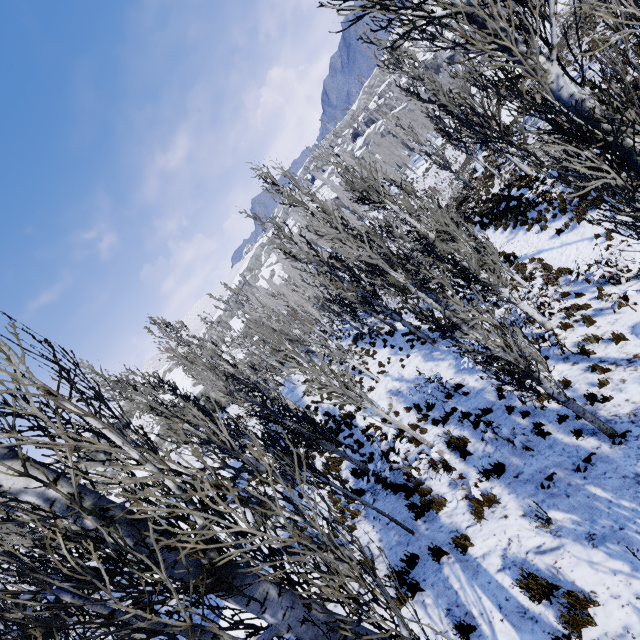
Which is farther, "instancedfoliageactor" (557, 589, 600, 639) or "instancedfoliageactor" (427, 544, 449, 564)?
"instancedfoliageactor" (427, 544, 449, 564)

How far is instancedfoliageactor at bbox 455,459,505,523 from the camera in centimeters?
647cm

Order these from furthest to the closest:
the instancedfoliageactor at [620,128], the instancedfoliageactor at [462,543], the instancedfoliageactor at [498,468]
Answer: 1. the instancedfoliageactor at [498,468]
2. the instancedfoliageactor at [462,543]
3. the instancedfoliageactor at [620,128]

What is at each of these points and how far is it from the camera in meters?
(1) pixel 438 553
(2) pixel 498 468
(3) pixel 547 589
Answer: (1) instancedfoliageactor, 6.1 m
(2) instancedfoliageactor, 7.2 m
(3) instancedfoliageactor, 4.6 m

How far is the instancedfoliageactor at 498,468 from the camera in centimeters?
647cm
